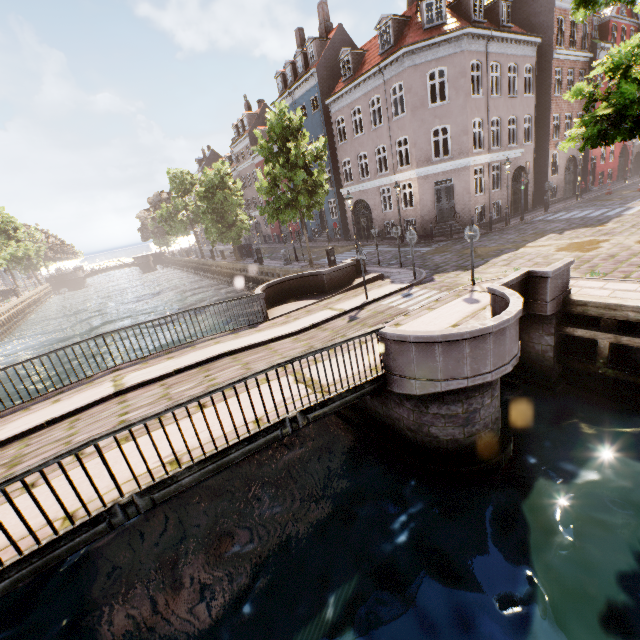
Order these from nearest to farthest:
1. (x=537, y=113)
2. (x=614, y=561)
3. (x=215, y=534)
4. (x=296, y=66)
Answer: (x=614, y=561), (x=215, y=534), (x=537, y=113), (x=296, y=66)

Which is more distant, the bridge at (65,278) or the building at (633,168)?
the bridge at (65,278)

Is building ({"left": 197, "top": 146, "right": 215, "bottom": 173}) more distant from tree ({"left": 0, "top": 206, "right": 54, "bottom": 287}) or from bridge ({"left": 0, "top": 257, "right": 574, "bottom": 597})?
bridge ({"left": 0, "top": 257, "right": 574, "bottom": 597})

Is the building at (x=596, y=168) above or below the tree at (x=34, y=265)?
below

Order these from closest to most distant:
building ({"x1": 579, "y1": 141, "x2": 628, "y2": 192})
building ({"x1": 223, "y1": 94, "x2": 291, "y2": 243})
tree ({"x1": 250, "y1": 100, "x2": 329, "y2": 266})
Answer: tree ({"x1": 250, "y1": 100, "x2": 329, "y2": 266})
building ({"x1": 579, "y1": 141, "x2": 628, "y2": 192})
building ({"x1": 223, "y1": 94, "x2": 291, "y2": 243})

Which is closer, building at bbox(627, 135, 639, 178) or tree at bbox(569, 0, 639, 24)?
tree at bbox(569, 0, 639, 24)

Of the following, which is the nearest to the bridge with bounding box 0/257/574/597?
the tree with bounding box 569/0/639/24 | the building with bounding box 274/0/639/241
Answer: the tree with bounding box 569/0/639/24
